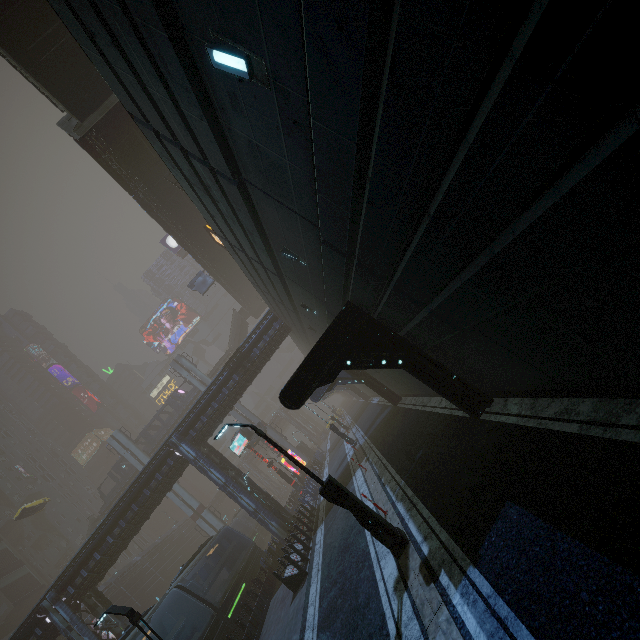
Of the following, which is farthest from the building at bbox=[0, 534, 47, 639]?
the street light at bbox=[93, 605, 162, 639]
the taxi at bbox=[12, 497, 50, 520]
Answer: the taxi at bbox=[12, 497, 50, 520]

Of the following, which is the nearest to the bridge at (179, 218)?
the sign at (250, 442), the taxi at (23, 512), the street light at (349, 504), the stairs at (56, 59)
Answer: the stairs at (56, 59)

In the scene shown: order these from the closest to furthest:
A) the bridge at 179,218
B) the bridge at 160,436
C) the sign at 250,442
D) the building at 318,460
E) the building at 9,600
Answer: the bridge at 179,218 < the sign at 250,442 < the building at 318,460 < the building at 9,600 < the bridge at 160,436

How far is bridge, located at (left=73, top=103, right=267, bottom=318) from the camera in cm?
1922

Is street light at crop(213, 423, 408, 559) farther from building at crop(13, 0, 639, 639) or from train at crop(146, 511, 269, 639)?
train at crop(146, 511, 269, 639)

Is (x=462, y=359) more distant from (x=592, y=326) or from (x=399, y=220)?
(x=399, y=220)

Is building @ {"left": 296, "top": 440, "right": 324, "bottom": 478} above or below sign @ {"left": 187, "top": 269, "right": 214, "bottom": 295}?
below

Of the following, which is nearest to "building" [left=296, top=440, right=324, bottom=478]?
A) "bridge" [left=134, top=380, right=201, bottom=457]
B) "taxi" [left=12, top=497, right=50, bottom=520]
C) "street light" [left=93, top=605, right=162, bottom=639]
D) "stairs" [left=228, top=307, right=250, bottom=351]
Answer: "street light" [left=93, top=605, right=162, bottom=639]
